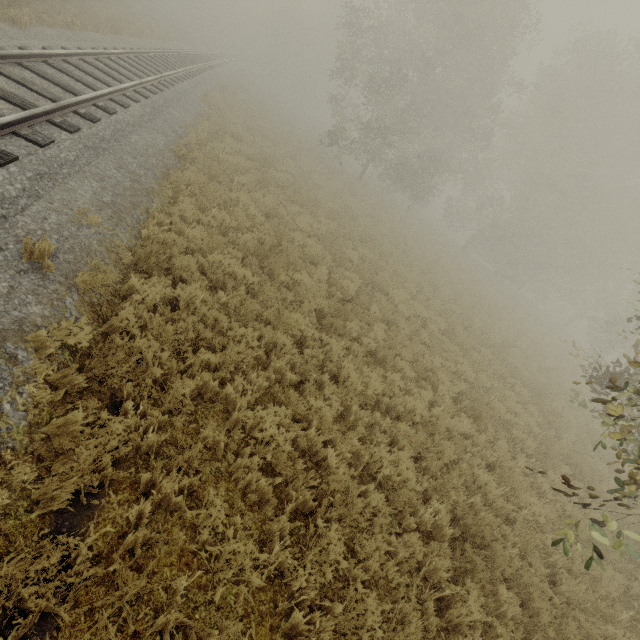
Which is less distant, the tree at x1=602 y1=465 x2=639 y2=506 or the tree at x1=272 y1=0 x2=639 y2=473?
the tree at x1=602 y1=465 x2=639 y2=506

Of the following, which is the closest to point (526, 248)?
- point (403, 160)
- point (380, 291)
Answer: point (403, 160)

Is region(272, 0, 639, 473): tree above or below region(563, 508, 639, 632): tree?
above

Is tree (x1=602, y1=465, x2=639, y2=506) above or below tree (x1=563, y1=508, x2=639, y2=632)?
above

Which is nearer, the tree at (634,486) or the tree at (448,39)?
the tree at (634,486)
